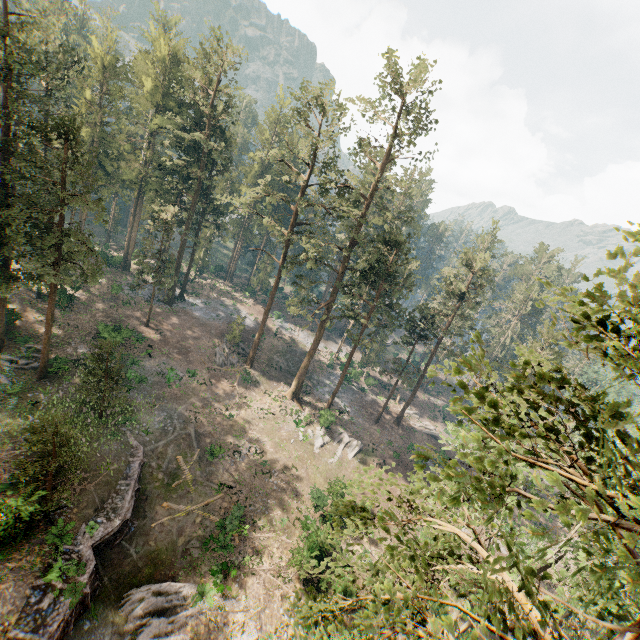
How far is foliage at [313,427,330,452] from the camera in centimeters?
3712cm

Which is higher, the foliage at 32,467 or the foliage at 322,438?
→ the foliage at 32,467

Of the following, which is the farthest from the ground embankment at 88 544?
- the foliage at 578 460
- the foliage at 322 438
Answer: the foliage at 322 438

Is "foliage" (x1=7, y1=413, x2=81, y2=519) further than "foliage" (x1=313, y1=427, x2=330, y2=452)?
No

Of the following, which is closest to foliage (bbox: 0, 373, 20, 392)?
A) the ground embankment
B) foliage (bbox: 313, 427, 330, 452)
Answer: foliage (bbox: 313, 427, 330, 452)

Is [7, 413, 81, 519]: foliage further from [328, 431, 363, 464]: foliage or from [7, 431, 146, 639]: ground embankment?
[7, 431, 146, 639]: ground embankment

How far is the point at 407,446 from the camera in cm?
4378

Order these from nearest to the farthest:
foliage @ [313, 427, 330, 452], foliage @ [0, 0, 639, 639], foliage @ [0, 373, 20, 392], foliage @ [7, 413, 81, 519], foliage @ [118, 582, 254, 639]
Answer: foliage @ [0, 0, 639, 639] < foliage @ [7, 413, 81, 519] < foliage @ [118, 582, 254, 639] < foliage @ [0, 373, 20, 392] < foliage @ [313, 427, 330, 452]
